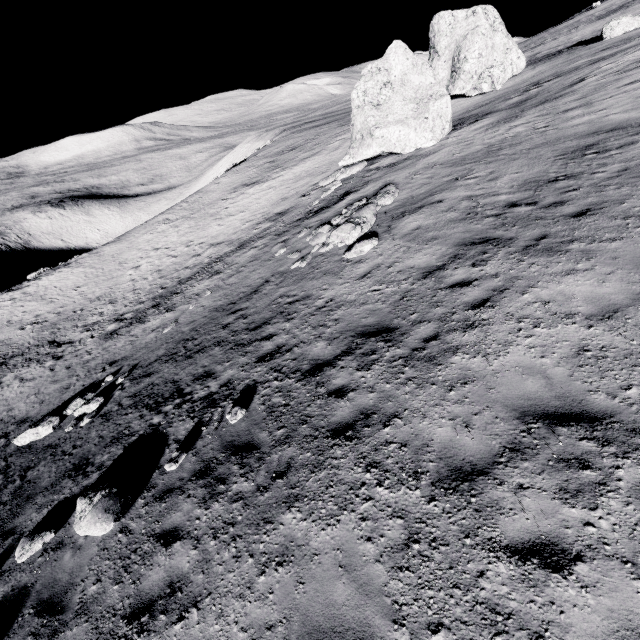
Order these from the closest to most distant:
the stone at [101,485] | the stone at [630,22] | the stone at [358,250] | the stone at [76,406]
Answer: the stone at [101,485] < the stone at [358,250] < the stone at [76,406] < the stone at [630,22]

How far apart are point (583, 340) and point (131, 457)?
10.63m

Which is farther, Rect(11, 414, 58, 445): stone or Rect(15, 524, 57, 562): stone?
Rect(11, 414, 58, 445): stone

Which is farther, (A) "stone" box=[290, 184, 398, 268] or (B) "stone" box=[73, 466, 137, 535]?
(A) "stone" box=[290, 184, 398, 268]

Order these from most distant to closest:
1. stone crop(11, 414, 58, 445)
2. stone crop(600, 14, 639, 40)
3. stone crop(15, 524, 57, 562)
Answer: stone crop(600, 14, 639, 40), stone crop(11, 414, 58, 445), stone crop(15, 524, 57, 562)

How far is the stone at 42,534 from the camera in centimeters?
712cm

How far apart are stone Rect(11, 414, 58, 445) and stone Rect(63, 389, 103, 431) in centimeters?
80cm

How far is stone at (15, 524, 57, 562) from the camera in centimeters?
712cm
